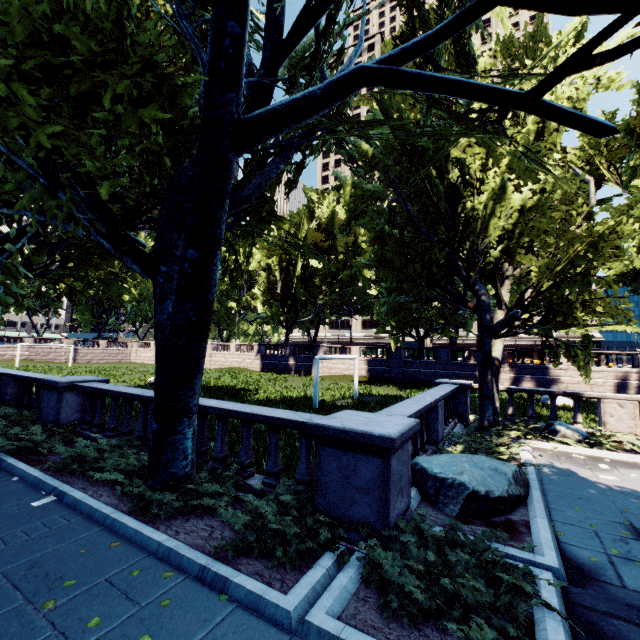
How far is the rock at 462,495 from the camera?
5.76m

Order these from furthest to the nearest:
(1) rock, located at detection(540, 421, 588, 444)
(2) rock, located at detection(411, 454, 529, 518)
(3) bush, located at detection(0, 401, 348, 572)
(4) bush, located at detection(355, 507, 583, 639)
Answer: (1) rock, located at detection(540, 421, 588, 444)
(2) rock, located at detection(411, 454, 529, 518)
(3) bush, located at detection(0, 401, 348, 572)
(4) bush, located at detection(355, 507, 583, 639)

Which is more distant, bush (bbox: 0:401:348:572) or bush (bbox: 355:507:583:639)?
bush (bbox: 0:401:348:572)

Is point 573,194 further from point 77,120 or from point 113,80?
point 77,120

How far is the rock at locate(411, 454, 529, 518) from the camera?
5.8 meters

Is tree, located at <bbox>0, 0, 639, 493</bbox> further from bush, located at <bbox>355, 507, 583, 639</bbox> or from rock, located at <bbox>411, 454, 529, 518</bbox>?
rock, located at <bbox>411, 454, 529, 518</bbox>

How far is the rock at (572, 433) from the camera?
10.7m

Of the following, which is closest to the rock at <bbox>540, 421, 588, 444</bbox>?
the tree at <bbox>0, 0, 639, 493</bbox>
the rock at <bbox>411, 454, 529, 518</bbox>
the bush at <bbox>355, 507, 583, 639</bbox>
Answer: the tree at <bbox>0, 0, 639, 493</bbox>
